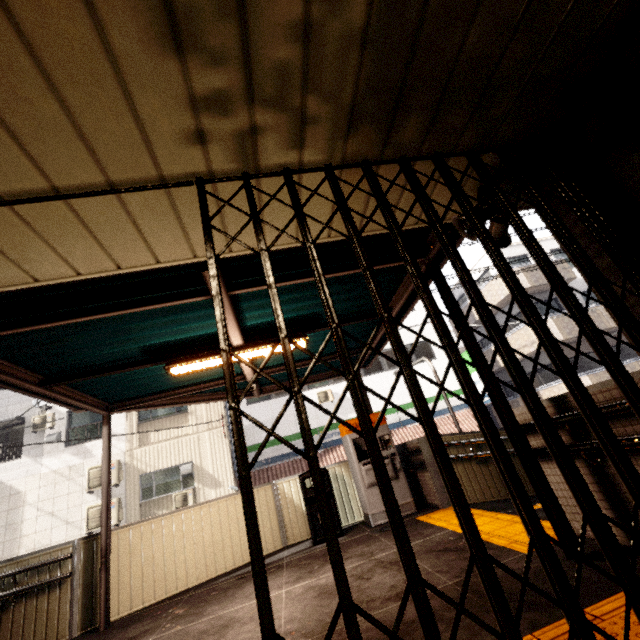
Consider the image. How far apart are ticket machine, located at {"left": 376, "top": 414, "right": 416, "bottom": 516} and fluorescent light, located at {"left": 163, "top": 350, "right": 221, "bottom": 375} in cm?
242

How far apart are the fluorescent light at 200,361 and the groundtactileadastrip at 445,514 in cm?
314

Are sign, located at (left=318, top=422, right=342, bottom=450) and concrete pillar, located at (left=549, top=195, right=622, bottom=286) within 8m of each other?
no

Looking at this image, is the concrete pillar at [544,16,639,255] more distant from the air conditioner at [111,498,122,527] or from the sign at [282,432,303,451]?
the air conditioner at [111,498,122,527]

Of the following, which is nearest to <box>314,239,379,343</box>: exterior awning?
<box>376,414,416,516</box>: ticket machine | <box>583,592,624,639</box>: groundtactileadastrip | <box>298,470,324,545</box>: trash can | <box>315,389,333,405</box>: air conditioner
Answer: <box>376,414,416,516</box>: ticket machine

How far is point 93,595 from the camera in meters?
4.7

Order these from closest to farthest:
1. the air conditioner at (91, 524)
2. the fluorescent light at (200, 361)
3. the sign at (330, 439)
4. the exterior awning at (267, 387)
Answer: the fluorescent light at (200, 361)
the exterior awning at (267, 387)
the air conditioner at (91, 524)
the sign at (330, 439)

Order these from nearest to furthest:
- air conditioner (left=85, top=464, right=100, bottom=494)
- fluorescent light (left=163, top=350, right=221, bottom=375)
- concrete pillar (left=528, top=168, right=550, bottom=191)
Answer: concrete pillar (left=528, top=168, right=550, bottom=191) → fluorescent light (left=163, top=350, right=221, bottom=375) → air conditioner (left=85, top=464, right=100, bottom=494)
